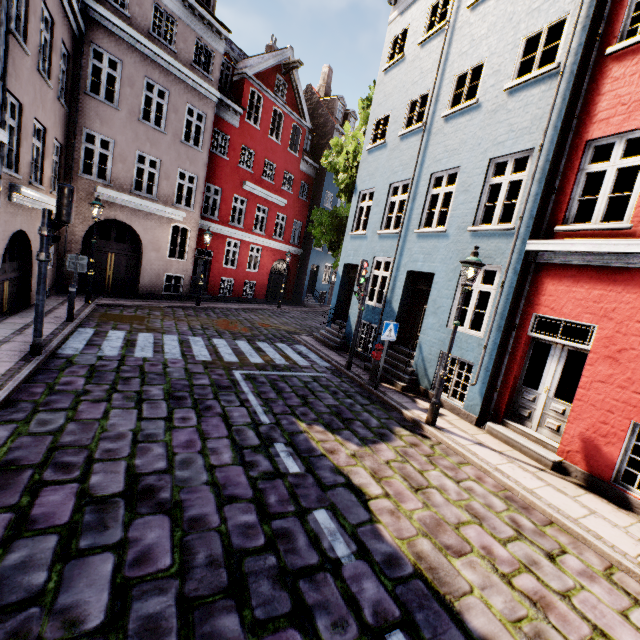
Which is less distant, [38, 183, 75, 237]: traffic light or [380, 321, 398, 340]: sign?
[38, 183, 75, 237]: traffic light

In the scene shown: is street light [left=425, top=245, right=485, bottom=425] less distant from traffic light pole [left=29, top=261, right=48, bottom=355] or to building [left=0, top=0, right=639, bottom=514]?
building [left=0, top=0, right=639, bottom=514]

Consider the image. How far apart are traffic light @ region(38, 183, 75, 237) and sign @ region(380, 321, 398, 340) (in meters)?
7.30

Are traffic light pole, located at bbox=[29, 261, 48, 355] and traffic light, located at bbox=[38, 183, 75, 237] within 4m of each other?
yes

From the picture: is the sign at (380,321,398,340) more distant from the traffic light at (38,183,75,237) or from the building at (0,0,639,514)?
the traffic light at (38,183,75,237)

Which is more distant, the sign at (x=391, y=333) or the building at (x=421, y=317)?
the sign at (x=391, y=333)

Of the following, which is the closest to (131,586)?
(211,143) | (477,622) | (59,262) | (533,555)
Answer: (477,622)

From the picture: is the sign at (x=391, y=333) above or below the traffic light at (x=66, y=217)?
below
